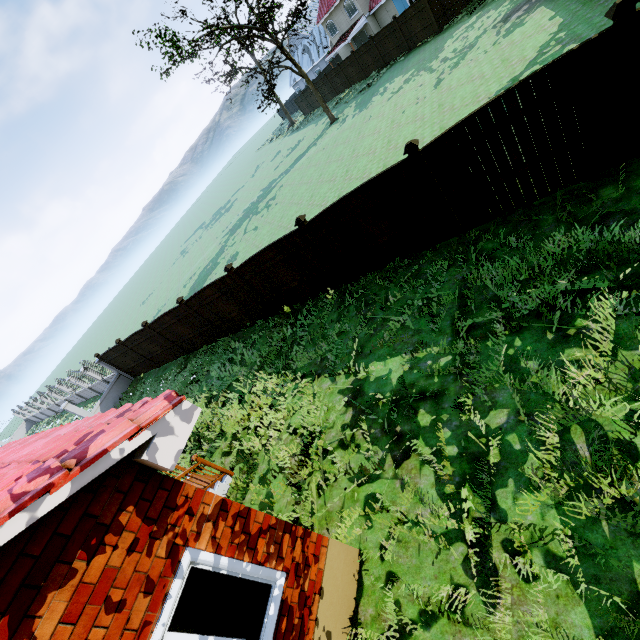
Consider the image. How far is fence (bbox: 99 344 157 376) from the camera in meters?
17.2

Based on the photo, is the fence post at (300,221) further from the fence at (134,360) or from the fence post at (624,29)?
the fence post at (624,29)

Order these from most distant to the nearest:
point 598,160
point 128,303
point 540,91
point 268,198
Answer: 1. point 128,303
2. point 268,198
3. point 598,160
4. point 540,91

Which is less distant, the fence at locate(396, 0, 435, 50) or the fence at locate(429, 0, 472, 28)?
the fence at locate(429, 0, 472, 28)
